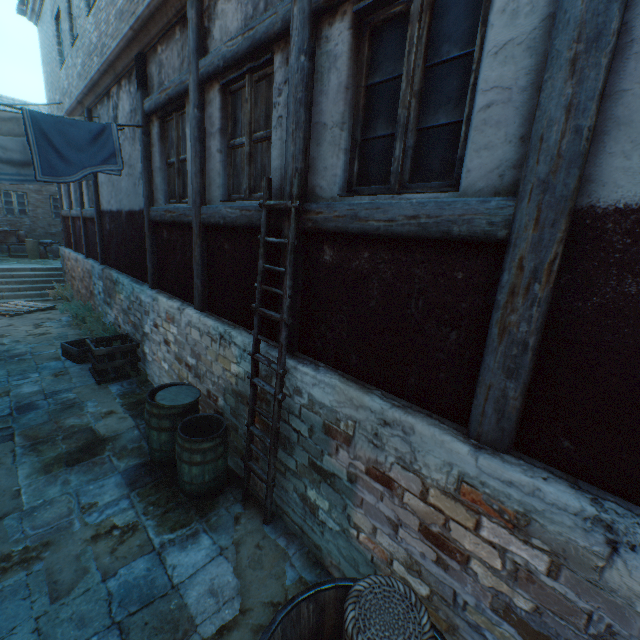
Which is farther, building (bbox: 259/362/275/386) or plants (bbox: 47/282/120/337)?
plants (bbox: 47/282/120/337)

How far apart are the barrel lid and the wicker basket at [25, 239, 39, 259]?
16.9m

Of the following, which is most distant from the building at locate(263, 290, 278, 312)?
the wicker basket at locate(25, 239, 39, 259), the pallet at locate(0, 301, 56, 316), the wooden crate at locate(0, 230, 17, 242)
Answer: the wicker basket at locate(25, 239, 39, 259)

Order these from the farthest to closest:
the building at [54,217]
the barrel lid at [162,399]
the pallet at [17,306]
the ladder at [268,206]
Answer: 1. the building at [54,217]
2. the pallet at [17,306]
3. the barrel lid at [162,399]
4. the ladder at [268,206]

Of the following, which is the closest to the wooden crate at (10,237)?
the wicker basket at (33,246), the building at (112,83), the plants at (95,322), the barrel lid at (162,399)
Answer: the wicker basket at (33,246)

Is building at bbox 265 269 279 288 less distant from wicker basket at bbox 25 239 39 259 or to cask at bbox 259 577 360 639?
cask at bbox 259 577 360 639

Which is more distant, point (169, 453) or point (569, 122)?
point (169, 453)

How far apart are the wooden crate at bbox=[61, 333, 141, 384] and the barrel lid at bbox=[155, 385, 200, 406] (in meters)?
2.88
